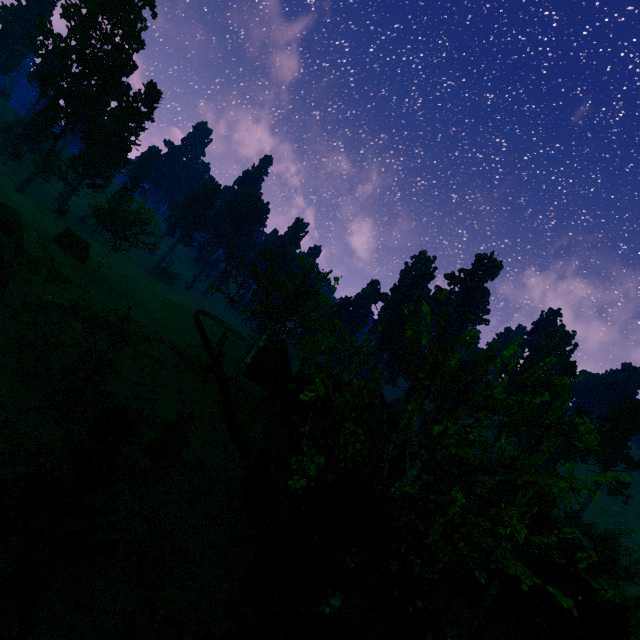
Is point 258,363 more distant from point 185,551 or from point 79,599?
point 79,599

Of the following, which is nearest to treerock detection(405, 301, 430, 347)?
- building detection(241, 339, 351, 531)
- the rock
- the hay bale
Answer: building detection(241, 339, 351, 531)

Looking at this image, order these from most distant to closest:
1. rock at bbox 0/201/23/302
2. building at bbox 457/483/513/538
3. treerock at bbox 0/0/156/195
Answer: treerock at bbox 0/0/156/195 → building at bbox 457/483/513/538 → rock at bbox 0/201/23/302

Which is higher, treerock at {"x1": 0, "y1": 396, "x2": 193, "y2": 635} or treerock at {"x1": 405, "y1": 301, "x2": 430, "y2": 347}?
treerock at {"x1": 405, "y1": 301, "x2": 430, "y2": 347}

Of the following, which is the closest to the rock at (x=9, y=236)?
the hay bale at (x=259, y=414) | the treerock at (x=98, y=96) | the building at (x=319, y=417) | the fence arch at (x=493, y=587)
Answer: the treerock at (x=98, y=96)

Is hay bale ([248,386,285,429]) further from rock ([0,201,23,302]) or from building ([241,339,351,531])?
rock ([0,201,23,302])

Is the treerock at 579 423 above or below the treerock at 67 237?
above
